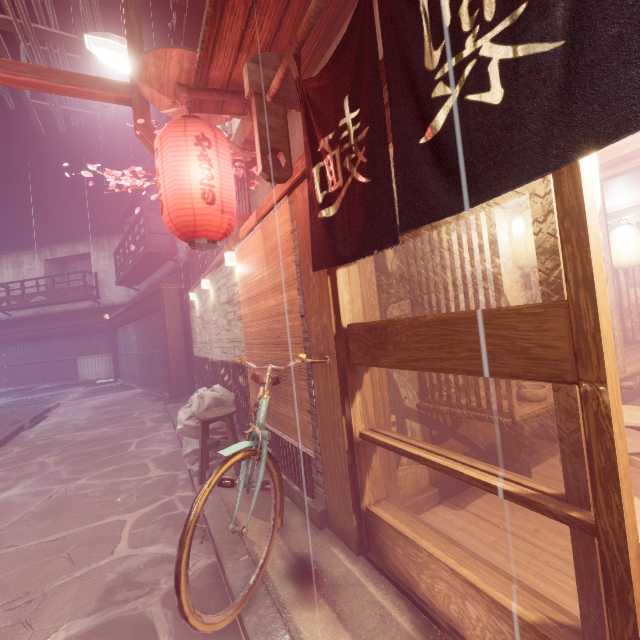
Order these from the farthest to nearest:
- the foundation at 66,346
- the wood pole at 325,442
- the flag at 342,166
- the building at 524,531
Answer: the foundation at 66,346 → the wood pole at 325,442 → the building at 524,531 → the flag at 342,166

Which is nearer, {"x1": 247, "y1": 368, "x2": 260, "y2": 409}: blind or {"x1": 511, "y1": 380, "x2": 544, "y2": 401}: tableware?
{"x1": 511, "y1": 380, "x2": 544, "y2": 401}: tableware

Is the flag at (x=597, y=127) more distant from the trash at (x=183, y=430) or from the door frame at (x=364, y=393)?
the trash at (x=183, y=430)

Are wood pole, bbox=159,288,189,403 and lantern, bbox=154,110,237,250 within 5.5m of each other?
no

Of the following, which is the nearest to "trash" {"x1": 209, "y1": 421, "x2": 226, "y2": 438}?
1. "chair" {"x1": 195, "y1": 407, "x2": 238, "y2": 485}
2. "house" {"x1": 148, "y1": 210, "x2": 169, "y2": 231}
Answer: "chair" {"x1": 195, "y1": 407, "x2": 238, "y2": 485}

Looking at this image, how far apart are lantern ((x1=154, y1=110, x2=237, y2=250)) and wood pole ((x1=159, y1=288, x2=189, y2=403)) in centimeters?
1170cm

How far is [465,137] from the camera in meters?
1.9 m

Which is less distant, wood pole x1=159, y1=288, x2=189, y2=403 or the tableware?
the tableware
